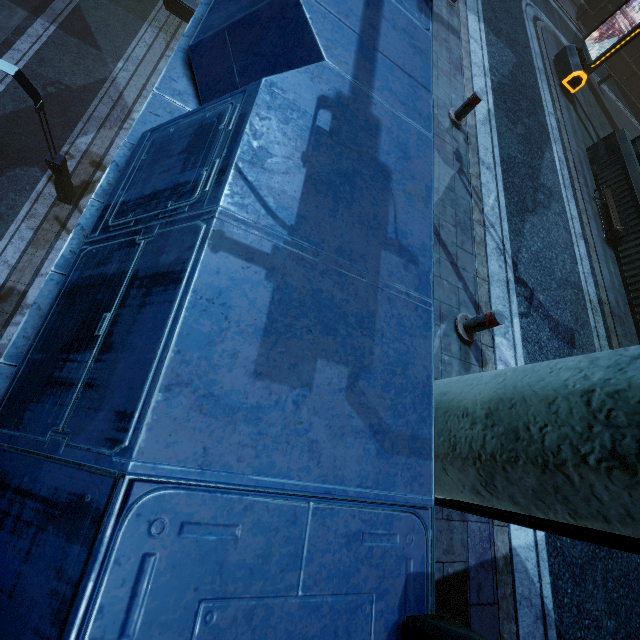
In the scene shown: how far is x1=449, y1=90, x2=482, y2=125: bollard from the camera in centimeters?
652cm

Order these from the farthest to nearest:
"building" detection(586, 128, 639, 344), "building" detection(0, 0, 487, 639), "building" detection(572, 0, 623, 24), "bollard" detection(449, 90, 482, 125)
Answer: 1. "building" detection(572, 0, 623, 24)
2. "building" detection(586, 128, 639, 344)
3. "bollard" detection(449, 90, 482, 125)
4. "building" detection(0, 0, 487, 639)

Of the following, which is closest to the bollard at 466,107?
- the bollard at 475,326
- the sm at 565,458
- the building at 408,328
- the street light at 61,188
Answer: the building at 408,328

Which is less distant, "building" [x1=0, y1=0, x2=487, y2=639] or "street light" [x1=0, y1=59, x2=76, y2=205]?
"building" [x1=0, y1=0, x2=487, y2=639]

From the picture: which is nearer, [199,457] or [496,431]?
[199,457]

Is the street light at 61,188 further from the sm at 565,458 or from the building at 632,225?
the sm at 565,458

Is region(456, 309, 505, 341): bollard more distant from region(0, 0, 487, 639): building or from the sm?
region(0, 0, 487, 639): building
